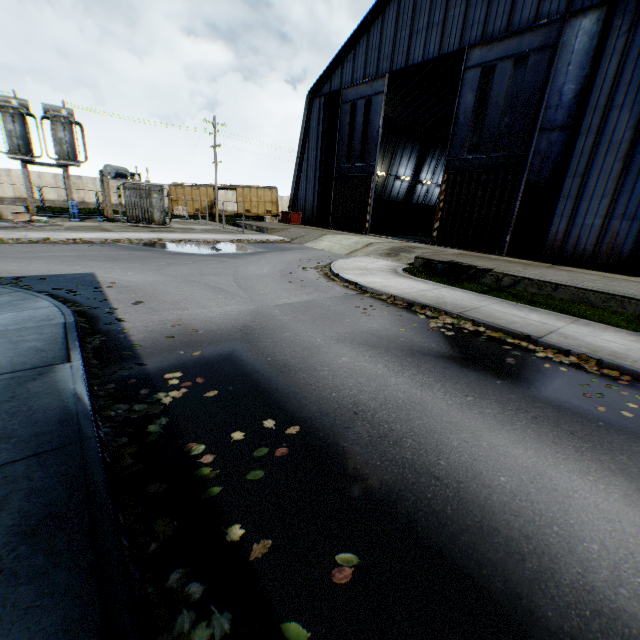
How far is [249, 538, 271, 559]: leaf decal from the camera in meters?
2.4 m

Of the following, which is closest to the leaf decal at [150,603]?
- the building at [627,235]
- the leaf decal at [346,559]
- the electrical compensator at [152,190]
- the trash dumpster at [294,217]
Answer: the leaf decal at [346,559]

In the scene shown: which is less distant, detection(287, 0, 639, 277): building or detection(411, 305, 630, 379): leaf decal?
detection(411, 305, 630, 379): leaf decal

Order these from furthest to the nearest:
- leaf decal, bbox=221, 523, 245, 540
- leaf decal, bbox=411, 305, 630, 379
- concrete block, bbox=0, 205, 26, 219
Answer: concrete block, bbox=0, 205, 26, 219 → leaf decal, bbox=411, 305, 630, 379 → leaf decal, bbox=221, 523, 245, 540

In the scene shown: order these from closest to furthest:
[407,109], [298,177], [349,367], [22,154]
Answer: [349,367], [22,154], [298,177], [407,109]

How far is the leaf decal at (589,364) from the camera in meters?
5.9 m

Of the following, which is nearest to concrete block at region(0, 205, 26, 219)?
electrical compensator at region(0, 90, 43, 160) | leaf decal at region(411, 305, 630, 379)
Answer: electrical compensator at region(0, 90, 43, 160)
